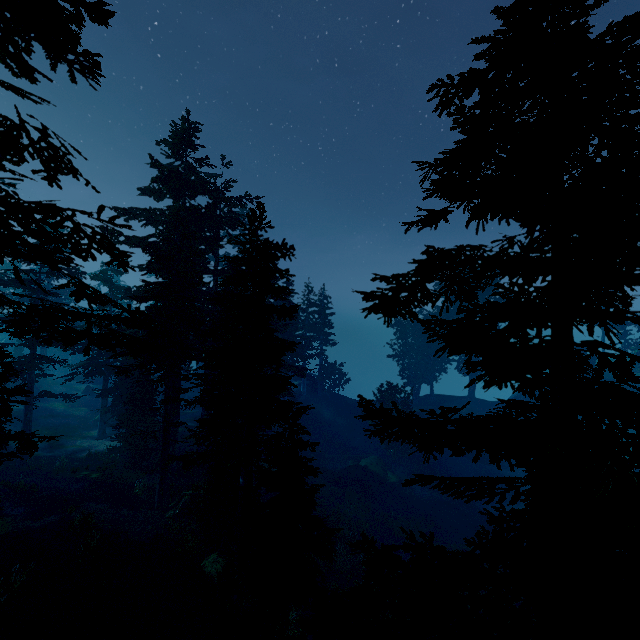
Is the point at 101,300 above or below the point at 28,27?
below

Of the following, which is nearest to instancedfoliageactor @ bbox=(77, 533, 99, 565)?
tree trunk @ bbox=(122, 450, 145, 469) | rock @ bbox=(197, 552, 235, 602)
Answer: rock @ bbox=(197, 552, 235, 602)

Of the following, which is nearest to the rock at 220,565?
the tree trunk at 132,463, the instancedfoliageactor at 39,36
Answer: the instancedfoliageactor at 39,36

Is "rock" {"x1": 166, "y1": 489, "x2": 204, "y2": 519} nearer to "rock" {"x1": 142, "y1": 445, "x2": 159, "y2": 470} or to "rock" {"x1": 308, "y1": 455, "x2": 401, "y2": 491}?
"rock" {"x1": 142, "y1": 445, "x2": 159, "y2": 470}

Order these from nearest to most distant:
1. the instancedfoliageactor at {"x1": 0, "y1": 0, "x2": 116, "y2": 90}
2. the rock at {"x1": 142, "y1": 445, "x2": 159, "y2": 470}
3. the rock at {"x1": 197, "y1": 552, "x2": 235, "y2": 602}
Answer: the instancedfoliageactor at {"x1": 0, "y1": 0, "x2": 116, "y2": 90} → the rock at {"x1": 197, "y1": 552, "x2": 235, "y2": 602} → the rock at {"x1": 142, "y1": 445, "x2": 159, "y2": 470}

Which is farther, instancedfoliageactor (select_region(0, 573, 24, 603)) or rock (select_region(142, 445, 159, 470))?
rock (select_region(142, 445, 159, 470))

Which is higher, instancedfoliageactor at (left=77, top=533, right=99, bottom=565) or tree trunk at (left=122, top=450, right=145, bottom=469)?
tree trunk at (left=122, top=450, right=145, bottom=469)

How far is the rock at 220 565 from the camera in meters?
13.1 m
